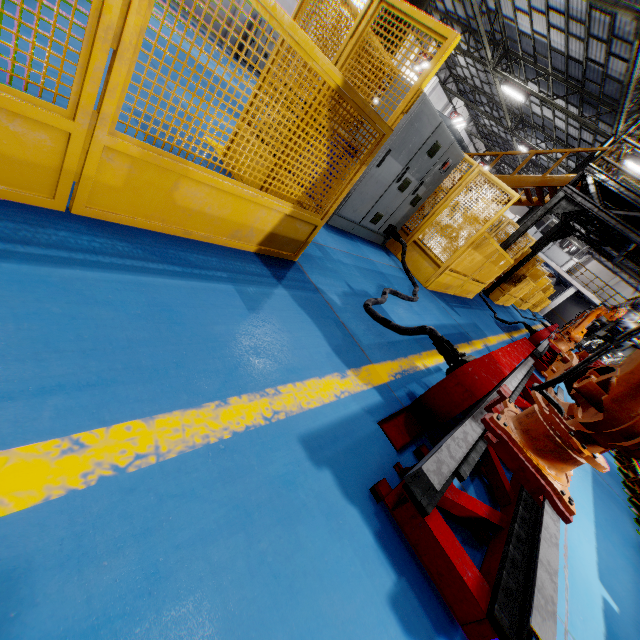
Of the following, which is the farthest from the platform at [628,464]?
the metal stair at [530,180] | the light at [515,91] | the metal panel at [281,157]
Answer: the light at [515,91]

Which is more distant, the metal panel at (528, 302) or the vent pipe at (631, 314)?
the metal panel at (528, 302)

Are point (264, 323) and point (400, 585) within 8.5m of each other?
yes

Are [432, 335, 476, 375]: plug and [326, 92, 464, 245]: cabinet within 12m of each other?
yes

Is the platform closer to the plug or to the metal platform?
the metal platform

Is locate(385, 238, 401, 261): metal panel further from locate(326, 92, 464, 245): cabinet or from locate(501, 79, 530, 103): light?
locate(501, 79, 530, 103): light

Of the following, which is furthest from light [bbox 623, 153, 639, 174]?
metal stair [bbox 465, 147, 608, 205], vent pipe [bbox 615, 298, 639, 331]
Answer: metal stair [bbox 465, 147, 608, 205]

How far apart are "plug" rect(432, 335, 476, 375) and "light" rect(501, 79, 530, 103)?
20.6 meters
